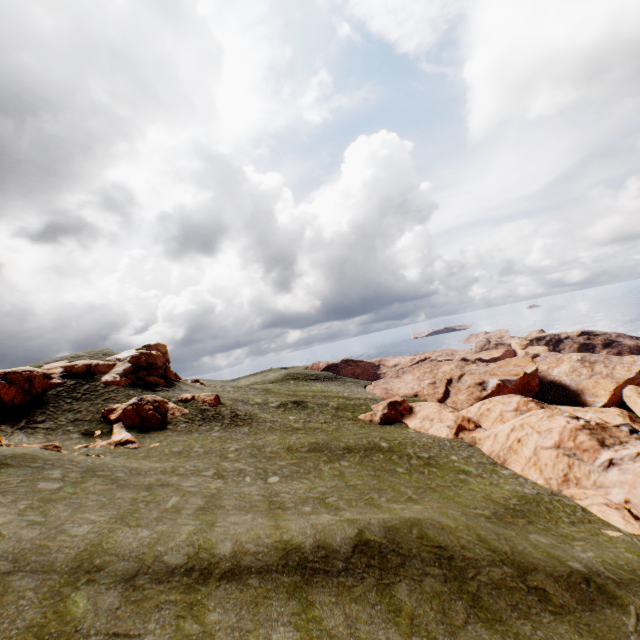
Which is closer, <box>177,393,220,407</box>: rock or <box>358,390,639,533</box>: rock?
<box>358,390,639,533</box>: rock

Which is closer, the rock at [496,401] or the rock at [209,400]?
the rock at [496,401]

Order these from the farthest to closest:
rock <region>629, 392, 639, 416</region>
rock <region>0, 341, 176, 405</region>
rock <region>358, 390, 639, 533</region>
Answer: rock <region>629, 392, 639, 416</region> → rock <region>0, 341, 176, 405</region> → rock <region>358, 390, 639, 533</region>

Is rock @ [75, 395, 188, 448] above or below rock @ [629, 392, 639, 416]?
above

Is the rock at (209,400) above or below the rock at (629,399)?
above

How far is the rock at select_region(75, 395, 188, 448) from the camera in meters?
29.7 m

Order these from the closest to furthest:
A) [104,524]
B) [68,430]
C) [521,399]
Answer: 1. [104,524]
2. [68,430]
3. [521,399]
